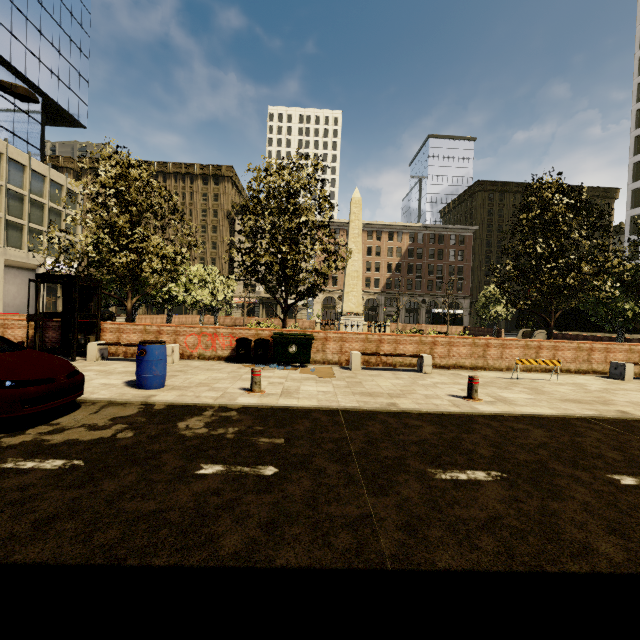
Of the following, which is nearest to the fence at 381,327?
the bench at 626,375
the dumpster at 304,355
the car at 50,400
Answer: the dumpster at 304,355

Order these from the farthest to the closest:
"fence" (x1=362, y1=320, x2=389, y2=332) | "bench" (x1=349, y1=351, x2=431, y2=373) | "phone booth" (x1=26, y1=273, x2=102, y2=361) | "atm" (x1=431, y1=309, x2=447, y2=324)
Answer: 1. "atm" (x1=431, y1=309, x2=447, y2=324)
2. "fence" (x1=362, y1=320, x2=389, y2=332)
3. "bench" (x1=349, y1=351, x2=431, y2=373)
4. "phone booth" (x1=26, y1=273, x2=102, y2=361)

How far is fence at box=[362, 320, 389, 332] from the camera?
23.4m

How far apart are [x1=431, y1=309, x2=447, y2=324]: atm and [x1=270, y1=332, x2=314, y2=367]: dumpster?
34.0m

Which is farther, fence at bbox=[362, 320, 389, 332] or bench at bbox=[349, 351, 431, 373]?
fence at bbox=[362, 320, 389, 332]

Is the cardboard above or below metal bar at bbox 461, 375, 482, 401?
below

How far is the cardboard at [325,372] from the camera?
9.41m

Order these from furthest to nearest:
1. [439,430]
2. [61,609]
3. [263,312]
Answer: [263,312] → [439,430] → [61,609]
